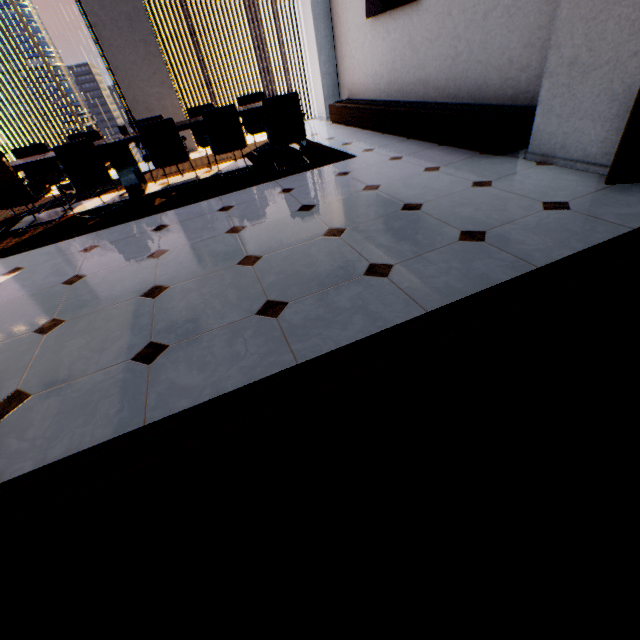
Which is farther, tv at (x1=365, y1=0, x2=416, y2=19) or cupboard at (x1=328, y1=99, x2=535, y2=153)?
tv at (x1=365, y1=0, x2=416, y2=19)

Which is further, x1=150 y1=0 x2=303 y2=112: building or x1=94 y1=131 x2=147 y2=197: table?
x1=150 y1=0 x2=303 y2=112: building

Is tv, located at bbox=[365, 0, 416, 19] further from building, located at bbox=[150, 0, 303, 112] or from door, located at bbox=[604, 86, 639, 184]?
building, located at bbox=[150, 0, 303, 112]

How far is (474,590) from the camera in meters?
0.8

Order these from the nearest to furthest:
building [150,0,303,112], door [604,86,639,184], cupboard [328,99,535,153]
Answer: door [604,86,639,184] → cupboard [328,99,535,153] → building [150,0,303,112]

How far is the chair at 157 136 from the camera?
4.32m

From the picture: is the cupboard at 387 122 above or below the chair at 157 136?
below

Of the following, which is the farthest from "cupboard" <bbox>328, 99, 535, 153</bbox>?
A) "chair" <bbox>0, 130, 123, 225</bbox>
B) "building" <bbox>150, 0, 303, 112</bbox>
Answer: "building" <bbox>150, 0, 303, 112</bbox>
